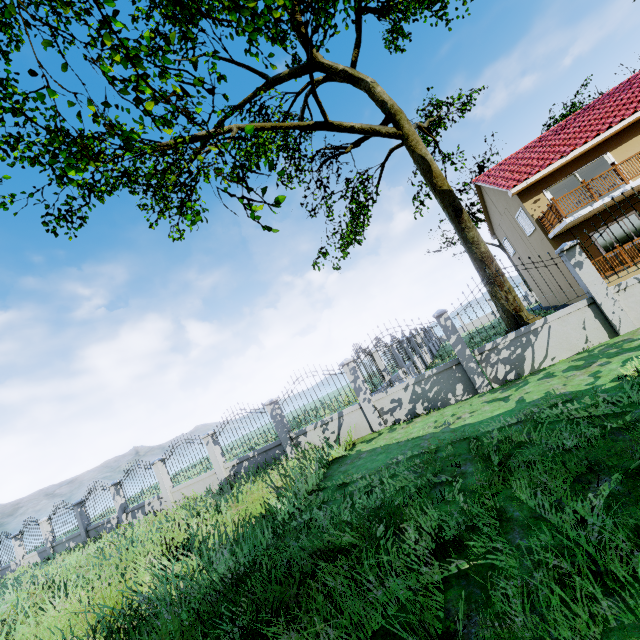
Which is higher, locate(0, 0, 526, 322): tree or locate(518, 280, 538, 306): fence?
locate(0, 0, 526, 322): tree

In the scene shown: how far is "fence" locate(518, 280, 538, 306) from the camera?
8.12m

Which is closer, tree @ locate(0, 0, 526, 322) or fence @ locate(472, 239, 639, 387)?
tree @ locate(0, 0, 526, 322)

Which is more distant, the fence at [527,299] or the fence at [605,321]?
the fence at [527,299]

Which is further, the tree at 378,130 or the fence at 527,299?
the fence at 527,299

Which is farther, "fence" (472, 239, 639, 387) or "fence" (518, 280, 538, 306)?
"fence" (518, 280, 538, 306)

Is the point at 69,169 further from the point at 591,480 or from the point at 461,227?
the point at 461,227

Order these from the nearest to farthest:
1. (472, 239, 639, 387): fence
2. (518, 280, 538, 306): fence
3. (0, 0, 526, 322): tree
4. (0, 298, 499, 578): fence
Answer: (0, 0, 526, 322): tree < (472, 239, 639, 387): fence < (518, 280, 538, 306): fence < (0, 298, 499, 578): fence
